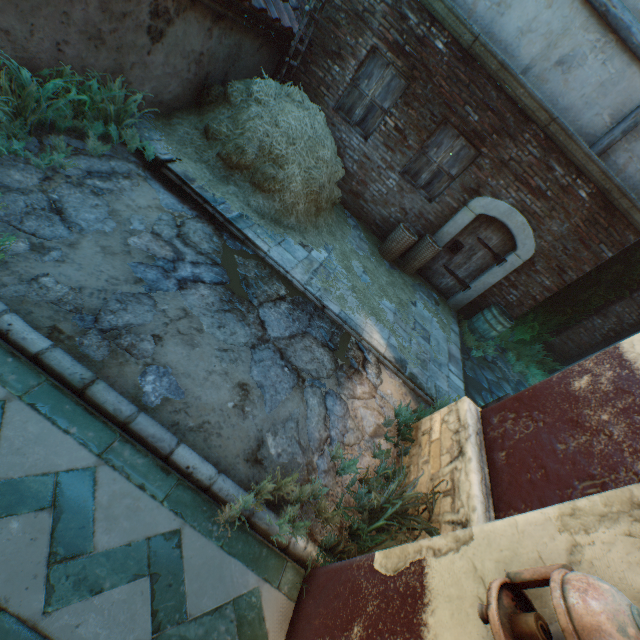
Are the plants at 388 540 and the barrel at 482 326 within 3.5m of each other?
no

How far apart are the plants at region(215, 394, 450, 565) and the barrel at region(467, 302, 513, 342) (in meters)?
5.51

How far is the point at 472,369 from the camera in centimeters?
686cm

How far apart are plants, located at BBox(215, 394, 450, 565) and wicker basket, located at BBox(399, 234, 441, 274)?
5.3m

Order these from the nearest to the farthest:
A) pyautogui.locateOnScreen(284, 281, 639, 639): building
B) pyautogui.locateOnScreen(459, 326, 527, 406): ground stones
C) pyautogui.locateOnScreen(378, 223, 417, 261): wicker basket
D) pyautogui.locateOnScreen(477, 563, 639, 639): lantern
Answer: pyautogui.locateOnScreen(477, 563, 639, 639): lantern < pyautogui.locateOnScreen(284, 281, 639, 639): building < pyautogui.locateOnScreen(459, 326, 527, 406): ground stones < pyautogui.locateOnScreen(378, 223, 417, 261): wicker basket

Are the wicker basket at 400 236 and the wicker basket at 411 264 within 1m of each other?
yes

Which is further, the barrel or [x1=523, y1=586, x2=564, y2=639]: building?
the barrel

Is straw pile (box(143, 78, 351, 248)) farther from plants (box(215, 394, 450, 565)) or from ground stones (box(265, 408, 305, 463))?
plants (box(215, 394, 450, 565))
